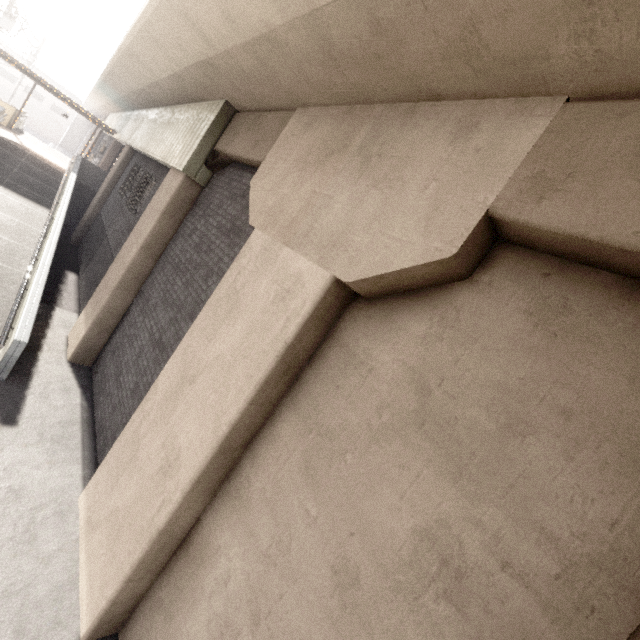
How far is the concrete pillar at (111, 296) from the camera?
7.4 meters

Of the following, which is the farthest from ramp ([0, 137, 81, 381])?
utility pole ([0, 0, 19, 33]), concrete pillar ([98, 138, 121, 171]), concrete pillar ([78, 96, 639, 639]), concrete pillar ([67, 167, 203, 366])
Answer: utility pole ([0, 0, 19, 33])

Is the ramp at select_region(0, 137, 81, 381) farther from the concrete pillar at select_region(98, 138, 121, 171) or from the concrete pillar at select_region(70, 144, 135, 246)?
the concrete pillar at select_region(98, 138, 121, 171)

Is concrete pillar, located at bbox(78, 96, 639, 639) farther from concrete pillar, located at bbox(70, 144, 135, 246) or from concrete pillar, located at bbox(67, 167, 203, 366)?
concrete pillar, located at bbox(70, 144, 135, 246)

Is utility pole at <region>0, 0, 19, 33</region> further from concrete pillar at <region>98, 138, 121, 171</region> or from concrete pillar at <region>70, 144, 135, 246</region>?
concrete pillar at <region>70, 144, 135, 246</region>

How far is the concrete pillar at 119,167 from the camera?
14.4m

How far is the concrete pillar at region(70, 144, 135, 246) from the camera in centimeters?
1441cm

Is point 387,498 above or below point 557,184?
below
